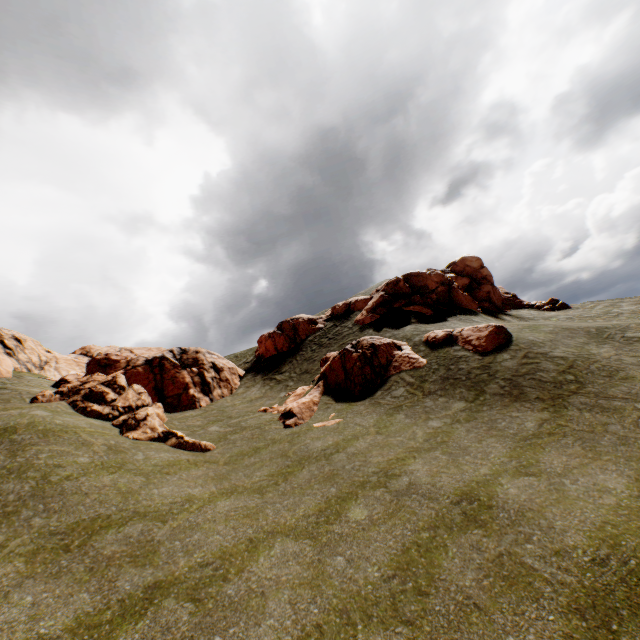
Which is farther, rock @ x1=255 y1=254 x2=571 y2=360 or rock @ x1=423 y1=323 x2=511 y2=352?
rock @ x1=255 y1=254 x2=571 y2=360

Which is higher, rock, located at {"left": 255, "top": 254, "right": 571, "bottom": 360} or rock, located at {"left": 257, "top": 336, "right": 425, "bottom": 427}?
rock, located at {"left": 255, "top": 254, "right": 571, "bottom": 360}

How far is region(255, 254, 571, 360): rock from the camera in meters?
29.5 m

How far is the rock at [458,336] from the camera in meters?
18.7 m

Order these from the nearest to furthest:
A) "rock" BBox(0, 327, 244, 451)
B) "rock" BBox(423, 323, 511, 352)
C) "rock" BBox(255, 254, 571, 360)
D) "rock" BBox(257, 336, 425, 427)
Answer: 1. "rock" BBox(0, 327, 244, 451)
2. "rock" BBox(423, 323, 511, 352)
3. "rock" BBox(257, 336, 425, 427)
4. "rock" BBox(255, 254, 571, 360)

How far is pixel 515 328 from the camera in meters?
21.3

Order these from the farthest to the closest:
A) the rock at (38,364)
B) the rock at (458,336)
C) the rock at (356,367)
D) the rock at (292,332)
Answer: the rock at (292,332) < the rock at (356,367) < the rock at (458,336) < the rock at (38,364)
